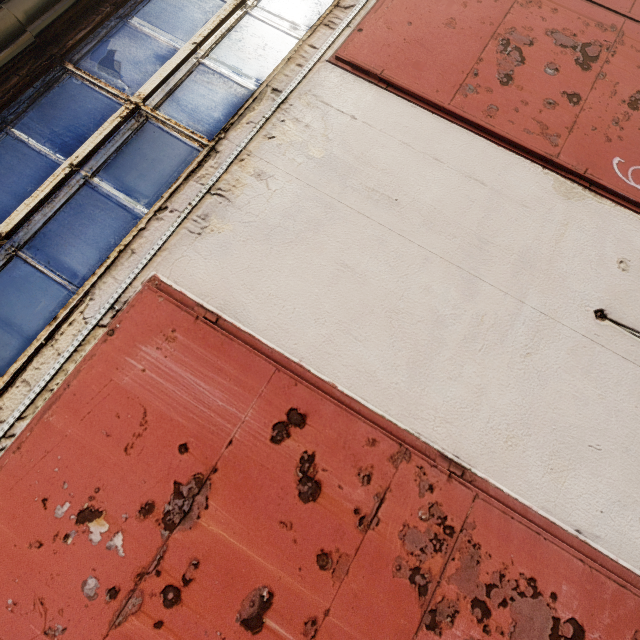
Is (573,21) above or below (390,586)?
above
